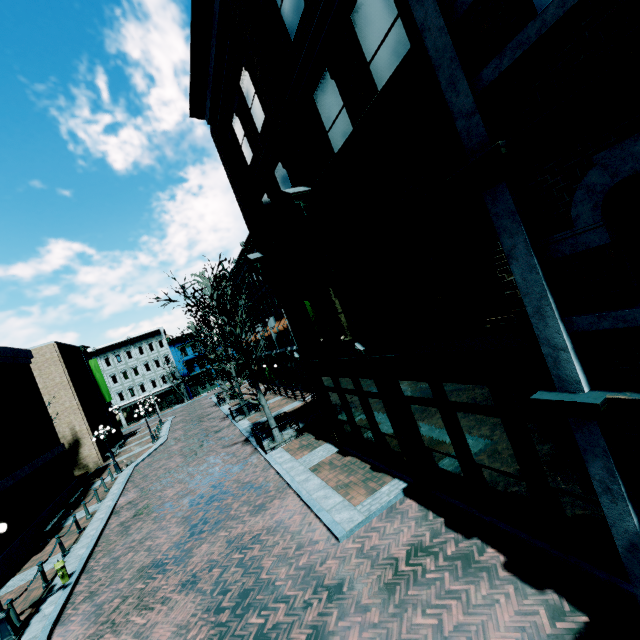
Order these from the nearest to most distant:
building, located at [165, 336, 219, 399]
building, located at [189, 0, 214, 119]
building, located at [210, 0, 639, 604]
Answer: building, located at [210, 0, 639, 604], building, located at [189, 0, 214, 119], building, located at [165, 336, 219, 399]

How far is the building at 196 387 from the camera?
55.2m

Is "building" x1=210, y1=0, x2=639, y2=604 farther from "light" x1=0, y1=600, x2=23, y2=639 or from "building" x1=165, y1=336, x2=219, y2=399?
"light" x1=0, y1=600, x2=23, y2=639

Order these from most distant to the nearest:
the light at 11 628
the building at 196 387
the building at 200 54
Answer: the building at 196 387 → the building at 200 54 → the light at 11 628

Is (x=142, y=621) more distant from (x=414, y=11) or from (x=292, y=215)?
(x=414, y=11)

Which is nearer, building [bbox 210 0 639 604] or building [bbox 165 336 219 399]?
building [bbox 210 0 639 604]

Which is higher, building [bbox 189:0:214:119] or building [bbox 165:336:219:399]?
building [bbox 189:0:214:119]
